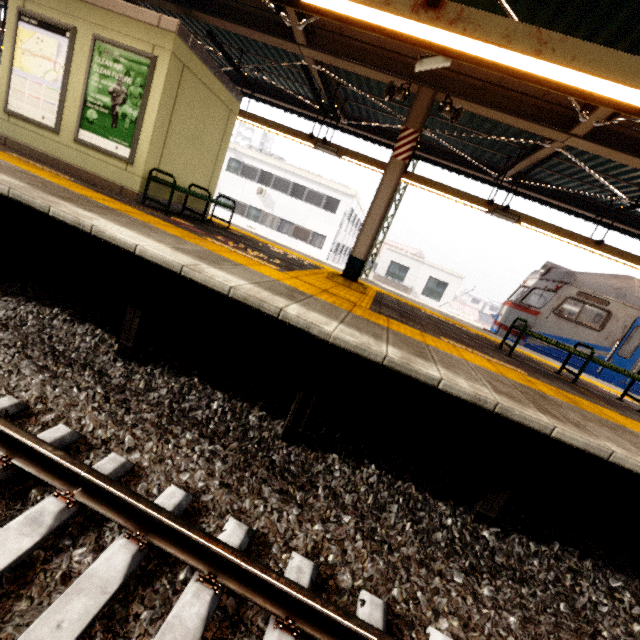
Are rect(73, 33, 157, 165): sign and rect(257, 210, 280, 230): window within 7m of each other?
no

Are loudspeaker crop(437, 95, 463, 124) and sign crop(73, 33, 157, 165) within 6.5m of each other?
yes

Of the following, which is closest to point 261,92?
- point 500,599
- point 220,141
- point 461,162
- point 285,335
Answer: point 220,141

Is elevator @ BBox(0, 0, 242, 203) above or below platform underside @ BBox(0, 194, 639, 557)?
above

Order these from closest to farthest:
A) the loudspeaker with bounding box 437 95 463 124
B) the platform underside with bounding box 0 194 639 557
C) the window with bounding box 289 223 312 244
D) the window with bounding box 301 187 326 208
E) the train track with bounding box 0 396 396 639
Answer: the train track with bounding box 0 396 396 639
the platform underside with bounding box 0 194 639 557
the loudspeaker with bounding box 437 95 463 124
the window with bounding box 301 187 326 208
the window with bounding box 289 223 312 244

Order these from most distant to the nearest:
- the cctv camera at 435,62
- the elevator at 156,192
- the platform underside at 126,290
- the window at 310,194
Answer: the window at 310,194, the elevator at 156,192, the cctv camera at 435,62, the platform underside at 126,290

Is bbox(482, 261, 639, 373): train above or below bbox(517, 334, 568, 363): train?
above

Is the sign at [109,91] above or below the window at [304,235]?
above
